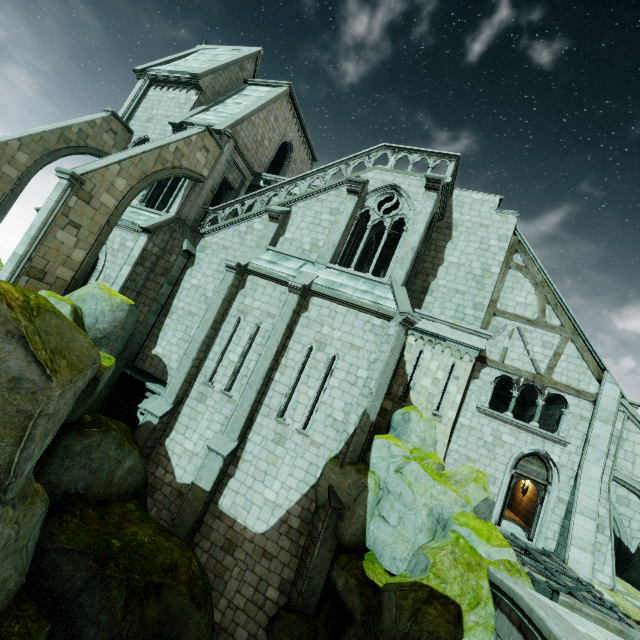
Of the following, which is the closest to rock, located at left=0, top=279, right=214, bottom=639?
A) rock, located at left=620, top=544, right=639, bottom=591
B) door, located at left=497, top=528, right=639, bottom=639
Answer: door, located at left=497, top=528, right=639, bottom=639

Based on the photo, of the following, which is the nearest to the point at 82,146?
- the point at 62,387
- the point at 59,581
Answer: the point at 62,387

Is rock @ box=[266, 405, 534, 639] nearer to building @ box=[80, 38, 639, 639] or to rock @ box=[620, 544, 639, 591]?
building @ box=[80, 38, 639, 639]

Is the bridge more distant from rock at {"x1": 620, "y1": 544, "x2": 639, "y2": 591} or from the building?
the building

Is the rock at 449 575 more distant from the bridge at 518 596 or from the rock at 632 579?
the rock at 632 579

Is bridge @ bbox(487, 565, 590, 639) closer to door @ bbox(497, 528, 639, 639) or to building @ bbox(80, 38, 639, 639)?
door @ bbox(497, 528, 639, 639)

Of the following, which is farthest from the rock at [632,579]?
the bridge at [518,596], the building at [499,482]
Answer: the building at [499,482]

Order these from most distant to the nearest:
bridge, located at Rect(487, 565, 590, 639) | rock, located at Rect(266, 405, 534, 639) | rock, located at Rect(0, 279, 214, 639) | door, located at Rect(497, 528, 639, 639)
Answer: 1. door, located at Rect(497, 528, 639, 639)
2. rock, located at Rect(266, 405, 534, 639)
3. rock, located at Rect(0, 279, 214, 639)
4. bridge, located at Rect(487, 565, 590, 639)
